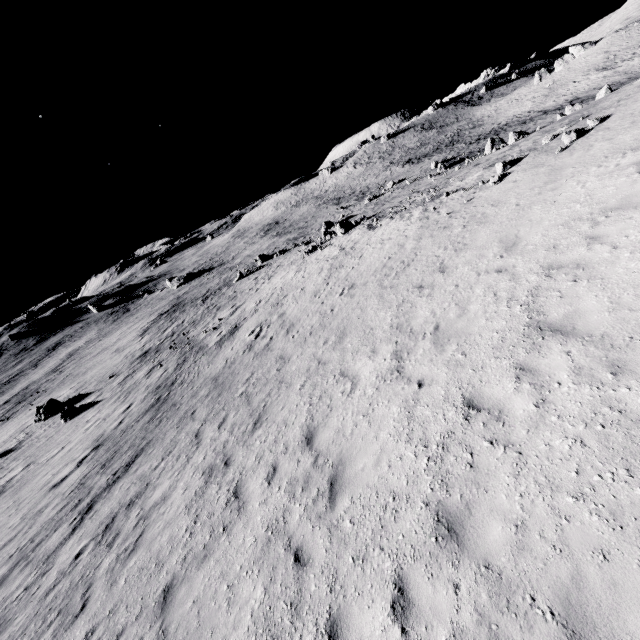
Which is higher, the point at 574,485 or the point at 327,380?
the point at 574,485
